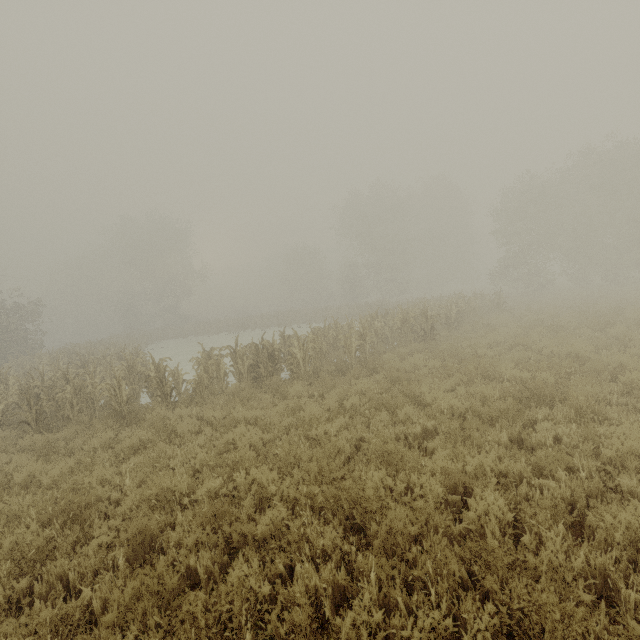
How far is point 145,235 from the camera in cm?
4600
